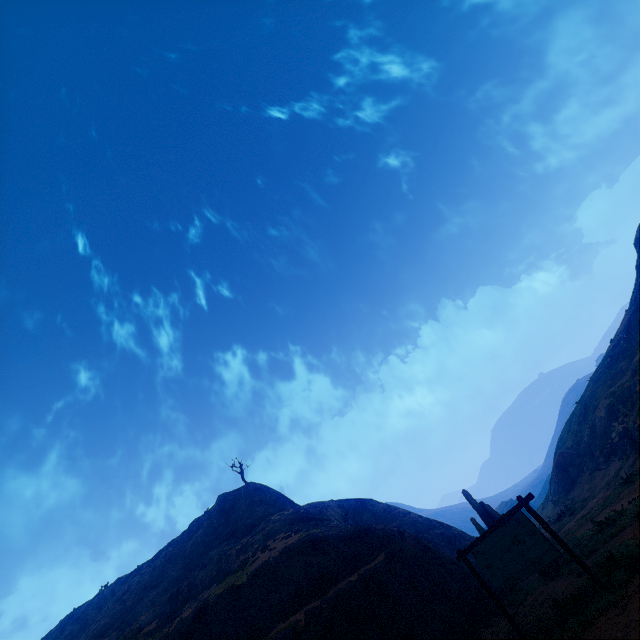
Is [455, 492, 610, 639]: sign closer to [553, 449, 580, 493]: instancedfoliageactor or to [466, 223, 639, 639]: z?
[466, 223, 639, 639]: z

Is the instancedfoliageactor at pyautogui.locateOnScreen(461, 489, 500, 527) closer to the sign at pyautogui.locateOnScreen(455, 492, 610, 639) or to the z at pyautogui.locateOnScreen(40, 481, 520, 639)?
the z at pyautogui.locateOnScreen(40, 481, 520, 639)

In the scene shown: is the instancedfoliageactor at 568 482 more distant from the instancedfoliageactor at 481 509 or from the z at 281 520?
the instancedfoliageactor at 481 509

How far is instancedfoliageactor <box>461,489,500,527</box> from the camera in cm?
1605

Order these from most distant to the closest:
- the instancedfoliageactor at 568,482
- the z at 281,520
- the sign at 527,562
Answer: the instancedfoliageactor at 568,482 < the z at 281,520 < the sign at 527,562

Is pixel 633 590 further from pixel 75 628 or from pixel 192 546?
pixel 75 628

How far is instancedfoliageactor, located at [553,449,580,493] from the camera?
31.8m

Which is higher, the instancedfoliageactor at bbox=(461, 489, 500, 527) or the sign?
the instancedfoliageactor at bbox=(461, 489, 500, 527)
